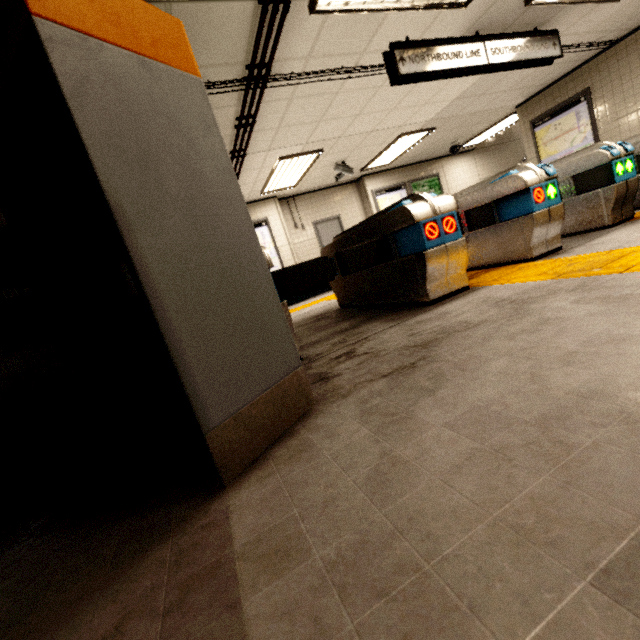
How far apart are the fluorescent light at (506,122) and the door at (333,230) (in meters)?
4.48

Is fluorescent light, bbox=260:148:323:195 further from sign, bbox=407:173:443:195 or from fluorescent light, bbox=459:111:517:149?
fluorescent light, bbox=459:111:517:149

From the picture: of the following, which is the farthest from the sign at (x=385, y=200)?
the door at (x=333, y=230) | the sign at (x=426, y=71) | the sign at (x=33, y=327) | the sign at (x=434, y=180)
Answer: the sign at (x=33, y=327)

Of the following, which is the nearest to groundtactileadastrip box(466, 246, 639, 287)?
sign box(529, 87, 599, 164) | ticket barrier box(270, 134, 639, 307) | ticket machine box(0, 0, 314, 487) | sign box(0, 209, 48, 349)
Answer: ticket barrier box(270, 134, 639, 307)

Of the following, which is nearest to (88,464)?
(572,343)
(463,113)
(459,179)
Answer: (572,343)

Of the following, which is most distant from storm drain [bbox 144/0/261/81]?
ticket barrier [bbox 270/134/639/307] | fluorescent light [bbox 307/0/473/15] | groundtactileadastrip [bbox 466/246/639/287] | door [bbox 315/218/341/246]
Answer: groundtactileadastrip [bbox 466/246/639/287]

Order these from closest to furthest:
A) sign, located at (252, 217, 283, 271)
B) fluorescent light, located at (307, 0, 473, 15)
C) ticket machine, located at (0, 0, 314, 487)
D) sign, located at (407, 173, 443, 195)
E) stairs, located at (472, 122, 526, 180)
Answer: ticket machine, located at (0, 0, 314, 487) → fluorescent light, located at (307, 0, 473, 15) → sign, located at (252, 217, 283, 271) → sign, located at (407, 173, 443, 195) → stairs, located at (472, 122, 526, 180)

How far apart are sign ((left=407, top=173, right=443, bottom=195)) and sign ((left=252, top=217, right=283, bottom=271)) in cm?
478
